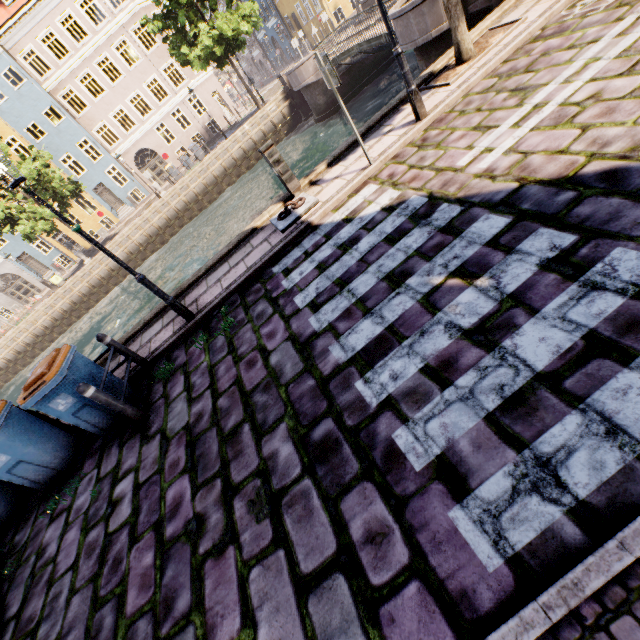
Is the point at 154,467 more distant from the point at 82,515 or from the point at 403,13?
the point at 403,13

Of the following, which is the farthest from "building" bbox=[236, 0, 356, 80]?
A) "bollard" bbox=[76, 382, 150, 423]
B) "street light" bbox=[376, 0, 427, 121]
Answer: "bollard" bbox=[76, 382, 150, 423]

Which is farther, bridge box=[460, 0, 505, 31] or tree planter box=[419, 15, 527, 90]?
bridge box=[460, 0, 505, 31]

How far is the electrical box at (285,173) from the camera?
→ 6.5 meters

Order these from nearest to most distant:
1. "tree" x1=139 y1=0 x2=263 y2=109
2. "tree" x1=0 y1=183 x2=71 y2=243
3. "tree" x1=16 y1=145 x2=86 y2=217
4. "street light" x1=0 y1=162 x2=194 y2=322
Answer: "street light" x1=0 y1=162 x2=194 y2=322, "tree" x1=139 y1=0 x2=263 y2=109, "tree" x1=16 y1=145 x2=86 y2=217, "tree" x1=0 y1=183 x2=71 y2=243

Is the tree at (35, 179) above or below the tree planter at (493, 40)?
above

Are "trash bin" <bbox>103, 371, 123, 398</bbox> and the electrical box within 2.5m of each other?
no

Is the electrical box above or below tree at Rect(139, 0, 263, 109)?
below
